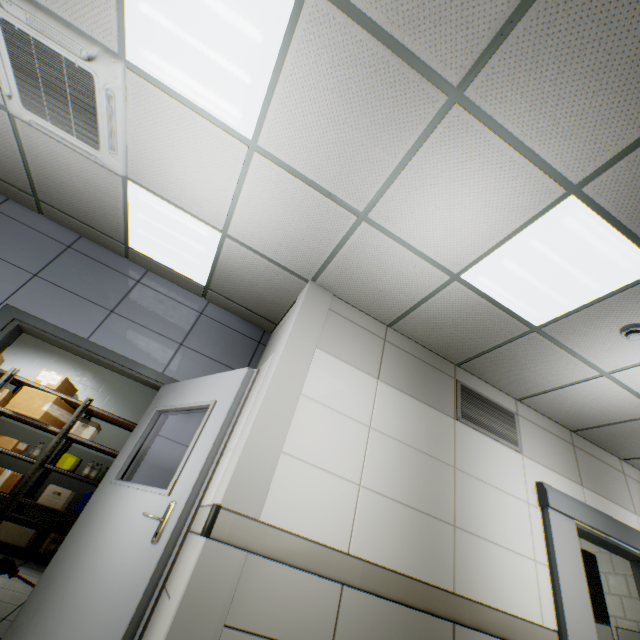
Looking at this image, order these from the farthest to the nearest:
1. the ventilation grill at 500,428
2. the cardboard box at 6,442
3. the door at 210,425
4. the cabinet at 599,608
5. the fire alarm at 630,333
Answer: the cardboard box at 6,442, the cabinet at 599,608, the ventilation grill at 500,428, the fire alarm at 630,333, the door at 210,425

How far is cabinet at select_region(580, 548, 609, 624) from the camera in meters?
4.4

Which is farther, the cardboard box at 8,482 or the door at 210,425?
the cardboard box at 8,482

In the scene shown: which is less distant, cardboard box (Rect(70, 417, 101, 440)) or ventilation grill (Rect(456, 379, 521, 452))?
Result: ventilation grill (Rect(456, 379, 521, 452))

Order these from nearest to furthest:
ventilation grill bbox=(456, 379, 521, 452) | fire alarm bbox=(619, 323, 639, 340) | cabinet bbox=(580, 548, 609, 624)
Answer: fire alarm bbox=(619, 323, 639, 340)
ventilation grill bbox=(456, 379, 521, 452)
cabinet bbox=(580, 548, 609, 624)

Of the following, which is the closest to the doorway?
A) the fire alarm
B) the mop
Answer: the fire alarm

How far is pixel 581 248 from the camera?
2.4 meters

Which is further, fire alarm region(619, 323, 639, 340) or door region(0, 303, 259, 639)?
fire alarm region(619, 323, 639, 340)
